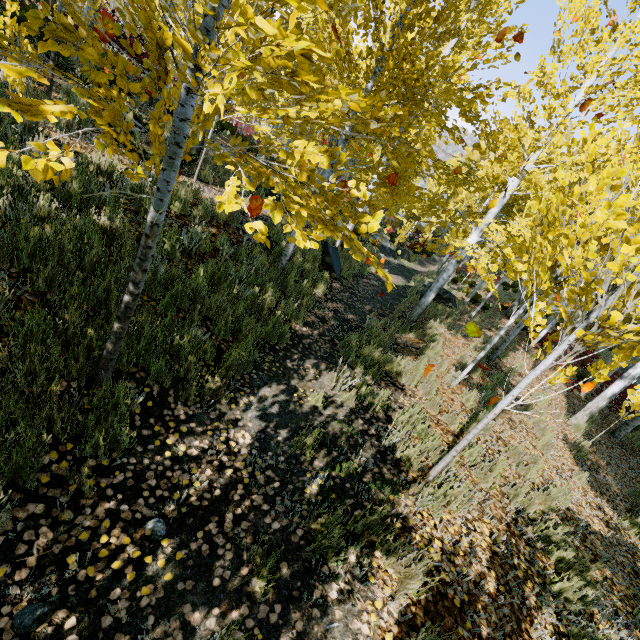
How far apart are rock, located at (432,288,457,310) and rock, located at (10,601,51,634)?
13.7m

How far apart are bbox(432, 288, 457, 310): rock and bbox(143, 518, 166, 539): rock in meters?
12.9 m

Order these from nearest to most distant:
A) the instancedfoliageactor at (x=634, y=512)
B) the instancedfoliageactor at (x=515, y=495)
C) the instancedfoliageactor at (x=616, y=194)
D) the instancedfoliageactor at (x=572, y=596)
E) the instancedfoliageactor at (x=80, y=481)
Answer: the instancedfoliageactor at (x=616, y=194)
the instancedfoliageactor at (x=80, y=481)
the instancedfoliageactor at (x=572, y=596)
the instancedfoliageactor at (x=515, y=495)
the instancedfoliageactor at (x=634, y=512)

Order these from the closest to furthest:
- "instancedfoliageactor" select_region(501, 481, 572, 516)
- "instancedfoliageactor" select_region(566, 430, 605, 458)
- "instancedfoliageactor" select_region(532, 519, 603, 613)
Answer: "instancedfoliageactor" select_region(532, 519, 603, 613) < "instancedfoliageactor" select_region(501, 481, 572, 516) < "instancedfoliageactor" select_region(566, 430, 605, 458)

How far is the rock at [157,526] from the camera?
2.4 meters

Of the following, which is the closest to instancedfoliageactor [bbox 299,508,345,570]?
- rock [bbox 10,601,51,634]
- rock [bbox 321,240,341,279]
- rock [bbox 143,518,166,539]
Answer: rock [bbox 321,240,341,279]

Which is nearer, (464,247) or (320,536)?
(320,536)

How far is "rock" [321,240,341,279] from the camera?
9.8 meters
